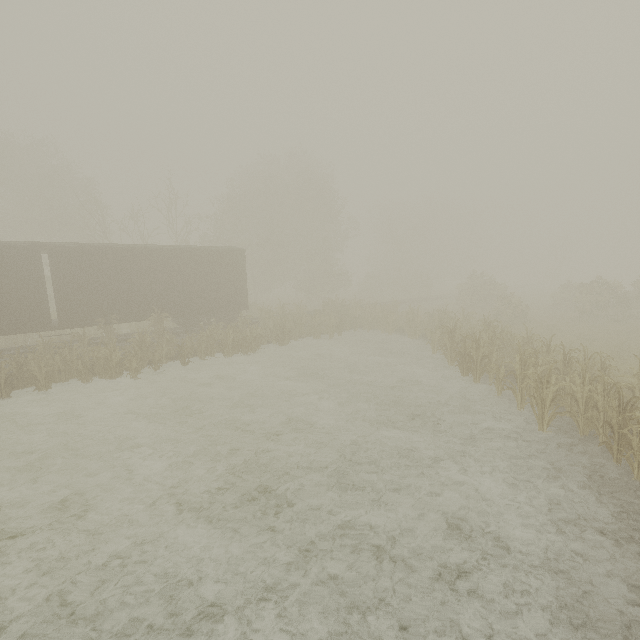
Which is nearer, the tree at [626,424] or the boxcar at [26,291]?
the tree at [626,424]

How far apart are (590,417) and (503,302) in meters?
15.4 m

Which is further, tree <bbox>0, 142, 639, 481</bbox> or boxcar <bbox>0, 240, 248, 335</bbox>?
boxcar <bbox>0, 240, 248, 335</bbox>
